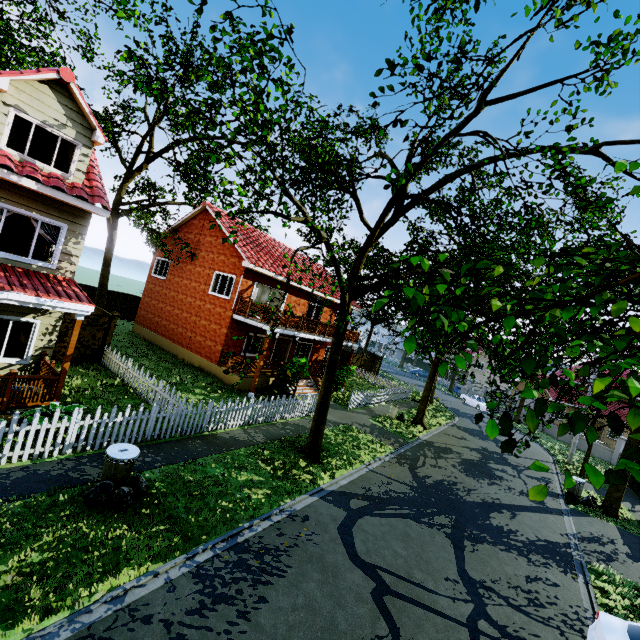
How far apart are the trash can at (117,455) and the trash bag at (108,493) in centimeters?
1cm

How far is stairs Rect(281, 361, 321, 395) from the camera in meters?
19.2 m

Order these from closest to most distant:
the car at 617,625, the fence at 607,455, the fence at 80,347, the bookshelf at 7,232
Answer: the car at 617,625 → the bookshelf at 7,232 → the fence at 80,347 → the fence at 607,455

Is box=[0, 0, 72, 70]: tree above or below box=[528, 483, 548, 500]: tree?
above

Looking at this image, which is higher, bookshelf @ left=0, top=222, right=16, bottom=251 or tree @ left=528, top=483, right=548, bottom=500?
bookshelf @ left=0, top=222, right=16, bottom=251

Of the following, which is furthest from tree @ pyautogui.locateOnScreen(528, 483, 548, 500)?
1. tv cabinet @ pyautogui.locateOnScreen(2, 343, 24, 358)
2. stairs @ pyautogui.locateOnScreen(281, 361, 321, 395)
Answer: tv cabinet @ pyautogui.locateOnScreen(2, 343, 24, 358)

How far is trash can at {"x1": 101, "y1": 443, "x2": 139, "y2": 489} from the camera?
6.9m

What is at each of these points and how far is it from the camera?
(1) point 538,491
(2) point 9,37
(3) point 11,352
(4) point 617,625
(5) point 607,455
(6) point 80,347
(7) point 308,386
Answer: (1) tree, 1.91m
(2) tree, 17.73m
(3) tv cabinet, 10.55m
(4) car, 6.20m
(5) fence, 28.09m
(6) fence, 13.90m
(7) stairs, 20.95m
